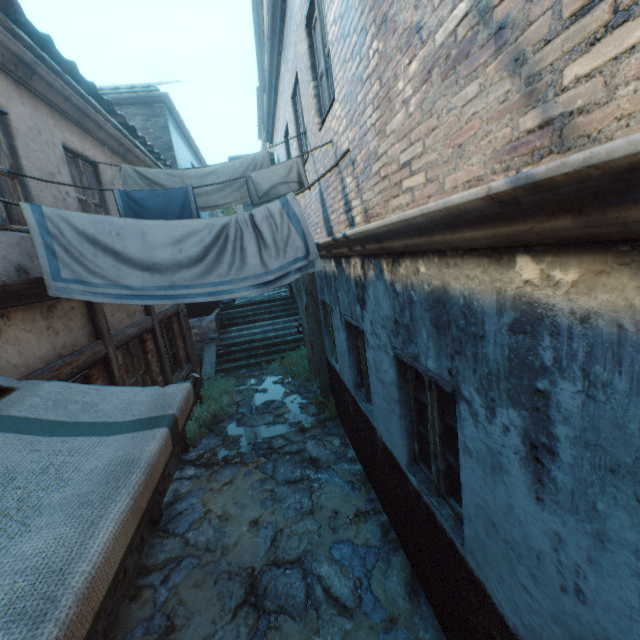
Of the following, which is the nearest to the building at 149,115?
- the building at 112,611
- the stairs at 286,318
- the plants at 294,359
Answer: the stairs at 286,318

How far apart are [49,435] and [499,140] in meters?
2.9

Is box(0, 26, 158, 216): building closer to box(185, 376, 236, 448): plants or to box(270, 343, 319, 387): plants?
box(185, 376, 236, 448): plants

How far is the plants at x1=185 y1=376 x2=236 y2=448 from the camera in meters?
7.2 m

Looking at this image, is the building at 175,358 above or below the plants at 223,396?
above

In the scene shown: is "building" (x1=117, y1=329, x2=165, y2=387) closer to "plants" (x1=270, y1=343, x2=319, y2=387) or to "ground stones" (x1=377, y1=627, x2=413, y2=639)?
"ground stones" (x1=377, y1=627, x2=413, y2=639)

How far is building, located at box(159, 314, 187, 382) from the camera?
7.5m

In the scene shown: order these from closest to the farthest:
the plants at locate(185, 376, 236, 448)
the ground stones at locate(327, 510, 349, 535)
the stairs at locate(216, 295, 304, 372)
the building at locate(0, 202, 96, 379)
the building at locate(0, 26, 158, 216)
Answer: the building at locate(0, 202, 96, 379), the building at locate(0, 26, 158, 216), the ground stones at locate(327, 510, 349, 535), the plants at locate(185, 376, 236, 448), the stairs at locate(216, 295, 304, 372)
